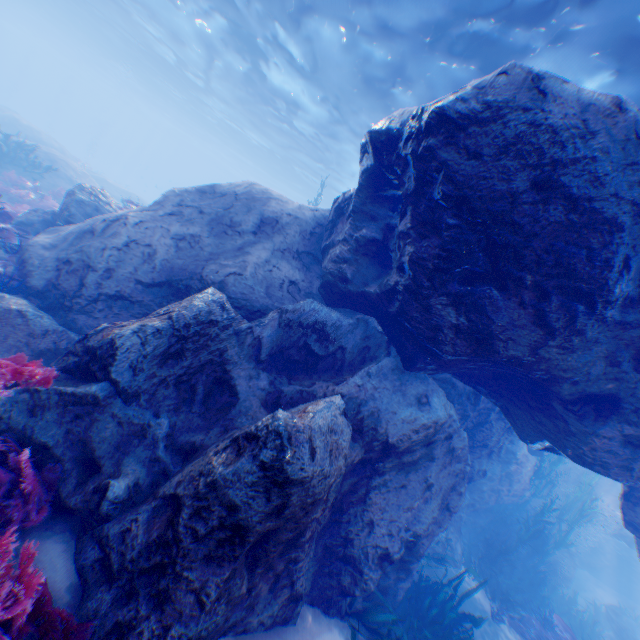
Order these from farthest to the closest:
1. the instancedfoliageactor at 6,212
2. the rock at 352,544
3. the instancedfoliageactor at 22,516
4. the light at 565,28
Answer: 1. the light at 565,28
2. the instancedfoliageactor at 6,212
3. the rock at 352,544
4. the instancedfoliageactor at 22,516

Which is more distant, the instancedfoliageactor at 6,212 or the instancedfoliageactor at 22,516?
the instancedfoliageactor at 6,212

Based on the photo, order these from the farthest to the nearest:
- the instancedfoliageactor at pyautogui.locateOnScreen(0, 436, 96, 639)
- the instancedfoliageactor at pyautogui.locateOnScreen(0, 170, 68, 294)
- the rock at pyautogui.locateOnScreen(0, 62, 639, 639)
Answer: the instancedfoliageactor at pyautogui.locateOnScreen(0, 170, 68, 294)
the rock at pyautogui.locateOnScreen(0, 62, 639, 639)
the instancedfoliageactor at pyautogui.locateOnScreen(0, 436, 96, 639)

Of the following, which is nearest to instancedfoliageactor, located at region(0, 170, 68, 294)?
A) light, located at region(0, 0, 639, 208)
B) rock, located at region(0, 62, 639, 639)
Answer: rock, located at region(0, 62, 639, 639)

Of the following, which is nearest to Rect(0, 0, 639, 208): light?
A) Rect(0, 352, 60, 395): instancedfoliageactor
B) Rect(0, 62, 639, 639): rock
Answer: Rect(0, 62, 639, 639): rock

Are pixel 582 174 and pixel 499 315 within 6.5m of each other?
yes
